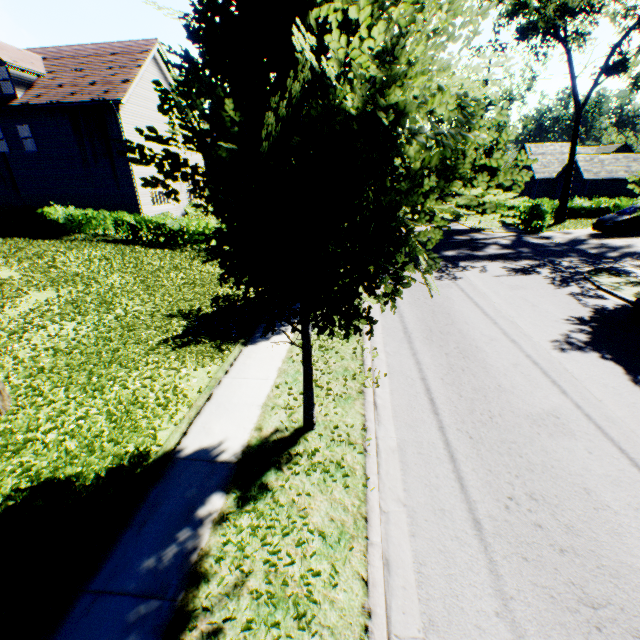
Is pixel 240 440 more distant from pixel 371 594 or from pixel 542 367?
pixel 542 367

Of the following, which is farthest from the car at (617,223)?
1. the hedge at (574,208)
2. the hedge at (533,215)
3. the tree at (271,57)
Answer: the hedge at (574,208)

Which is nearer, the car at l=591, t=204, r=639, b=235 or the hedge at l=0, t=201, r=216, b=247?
the hedge at l=0, t=201, r=216, b=247

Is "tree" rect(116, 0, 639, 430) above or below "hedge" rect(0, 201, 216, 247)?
above

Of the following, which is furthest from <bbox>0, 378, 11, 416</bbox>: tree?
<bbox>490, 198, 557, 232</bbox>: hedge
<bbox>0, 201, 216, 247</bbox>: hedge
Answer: <bbox>490, 198, 557, 232</bbox>: hedge

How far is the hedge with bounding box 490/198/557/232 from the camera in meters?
23.4

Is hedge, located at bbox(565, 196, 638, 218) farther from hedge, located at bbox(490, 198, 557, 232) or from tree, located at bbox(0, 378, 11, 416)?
hedge, located at bbox(490, 198, 557, 232)

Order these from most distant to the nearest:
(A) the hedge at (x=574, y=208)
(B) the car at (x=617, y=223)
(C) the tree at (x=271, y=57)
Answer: (A) the hedge at (x=574, y=208) < (B) the car at (x=617, y=223) < (C) the tree at (x=271, y=57)
